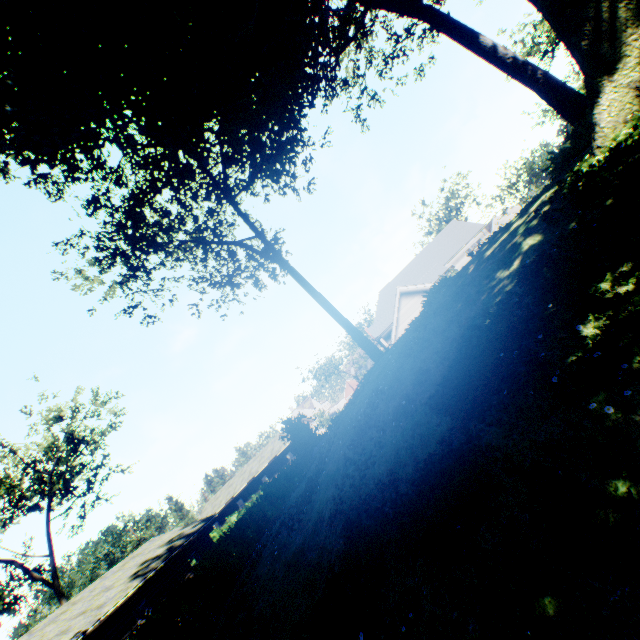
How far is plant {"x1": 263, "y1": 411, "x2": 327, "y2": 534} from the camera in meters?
9.7 m

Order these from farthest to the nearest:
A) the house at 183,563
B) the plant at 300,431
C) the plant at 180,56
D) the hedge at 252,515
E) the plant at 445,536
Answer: the house at 183,563
the hedge at 252,515
the plant at 300,431
the plant at 180,56
the plant at 445,536

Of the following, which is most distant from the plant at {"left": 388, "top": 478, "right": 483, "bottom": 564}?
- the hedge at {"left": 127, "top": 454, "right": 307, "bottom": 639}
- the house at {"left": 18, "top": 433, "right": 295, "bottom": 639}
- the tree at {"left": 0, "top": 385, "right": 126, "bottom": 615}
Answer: the tree at {"left": 0, "top": 385, "right": 126, "bottom": 615}

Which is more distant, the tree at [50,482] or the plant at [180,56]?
the tree at [50,482]

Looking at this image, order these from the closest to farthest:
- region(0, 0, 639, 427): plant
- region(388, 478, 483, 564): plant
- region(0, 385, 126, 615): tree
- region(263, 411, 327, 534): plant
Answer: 1. region(388, 478, 483, 564): plant
2. region(0, 0, 639, 427): plant
3. region(263, 411, 327, 534): plant
4. region(0, 385, 126, 615): tree

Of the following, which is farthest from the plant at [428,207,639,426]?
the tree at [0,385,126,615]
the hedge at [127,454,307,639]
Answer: the tree at [0,385,126,615]

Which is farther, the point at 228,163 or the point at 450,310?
the point at 228,163

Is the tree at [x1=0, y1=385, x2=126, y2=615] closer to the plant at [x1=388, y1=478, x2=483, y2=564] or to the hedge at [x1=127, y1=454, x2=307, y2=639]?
the hedge at [x1=127, y1=454, x2=307, y2=639]
